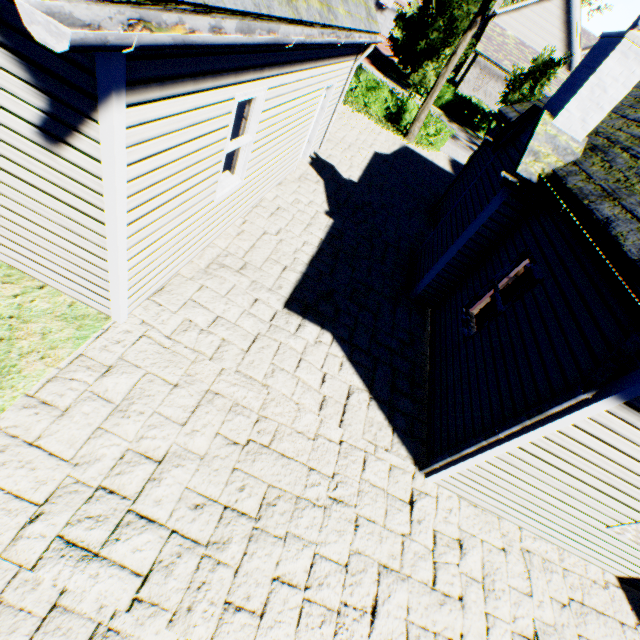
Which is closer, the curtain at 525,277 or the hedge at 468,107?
the curtain at 525,277

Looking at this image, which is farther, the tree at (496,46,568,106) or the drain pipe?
the tree at (496,46,568,106)

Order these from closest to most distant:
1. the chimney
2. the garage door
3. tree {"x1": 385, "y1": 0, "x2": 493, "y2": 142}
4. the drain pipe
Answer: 1. the drain pipe
2. the chimney
3. tree {"x1": 385, "y1": 0, "x2": 493, "y2": 142}
4. the garage door

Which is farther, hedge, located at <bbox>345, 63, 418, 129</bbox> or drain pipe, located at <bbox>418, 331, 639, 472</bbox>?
hedge, located at <bbox>345, 63, 418, 129</bbox>

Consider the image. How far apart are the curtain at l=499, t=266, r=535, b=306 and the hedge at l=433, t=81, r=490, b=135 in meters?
32.1 m

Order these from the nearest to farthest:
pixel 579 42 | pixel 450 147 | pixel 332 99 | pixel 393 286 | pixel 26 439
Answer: pixel 26 439 < pixel 393 286 < pixel 332 99 < pixel 450 147 < pixel 579 42

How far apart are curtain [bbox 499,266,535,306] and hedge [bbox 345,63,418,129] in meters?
16.4

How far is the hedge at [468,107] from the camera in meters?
29.6 m
